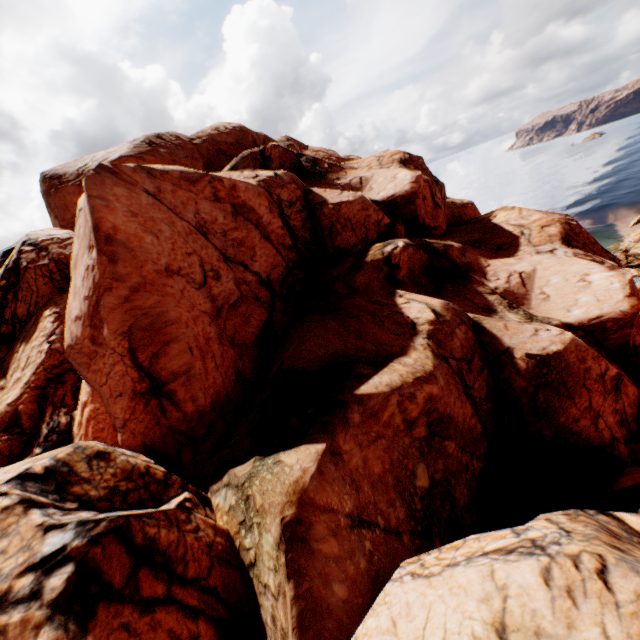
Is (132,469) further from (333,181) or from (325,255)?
(333,181)
